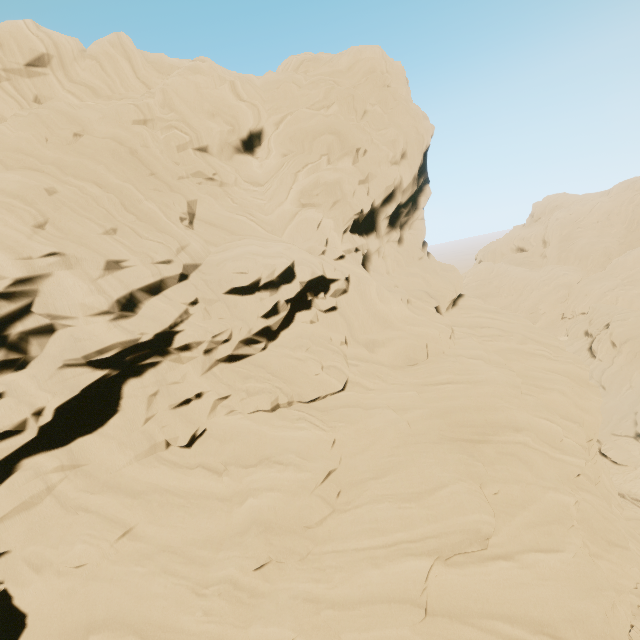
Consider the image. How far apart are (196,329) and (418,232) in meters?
17.7
